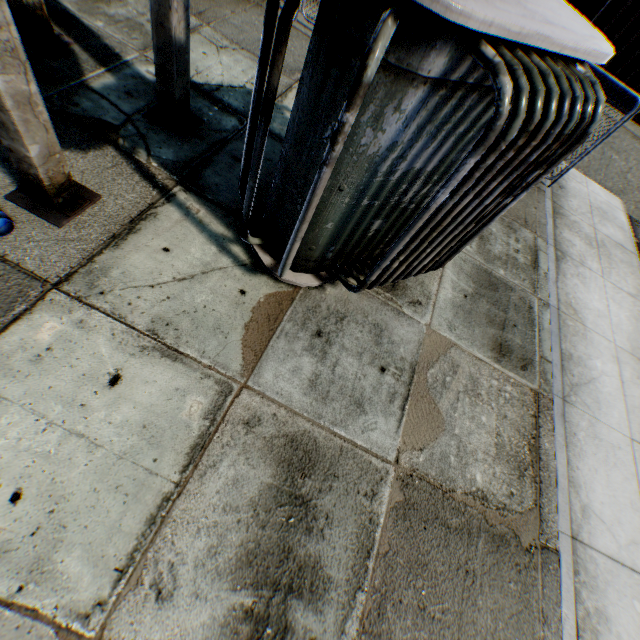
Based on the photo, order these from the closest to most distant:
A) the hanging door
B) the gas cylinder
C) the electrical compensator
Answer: the electrical compensator
the gas cylinder
the hanging door

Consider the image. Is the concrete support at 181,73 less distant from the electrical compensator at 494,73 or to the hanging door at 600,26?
the electrical compensator at 494,73

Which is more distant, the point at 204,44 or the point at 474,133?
the point at 204,44

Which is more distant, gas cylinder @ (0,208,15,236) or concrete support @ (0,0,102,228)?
gas cylinder @ (0,208,15,236)

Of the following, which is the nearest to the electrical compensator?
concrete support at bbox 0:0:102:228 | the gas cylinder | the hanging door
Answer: concrete support at bbox 0:0:102:228

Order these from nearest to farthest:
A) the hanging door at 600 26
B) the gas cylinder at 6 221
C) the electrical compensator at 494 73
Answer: the electrical compensator at 494 73 < the gas cylinder at 6 221 < the hanging door at 600 26
